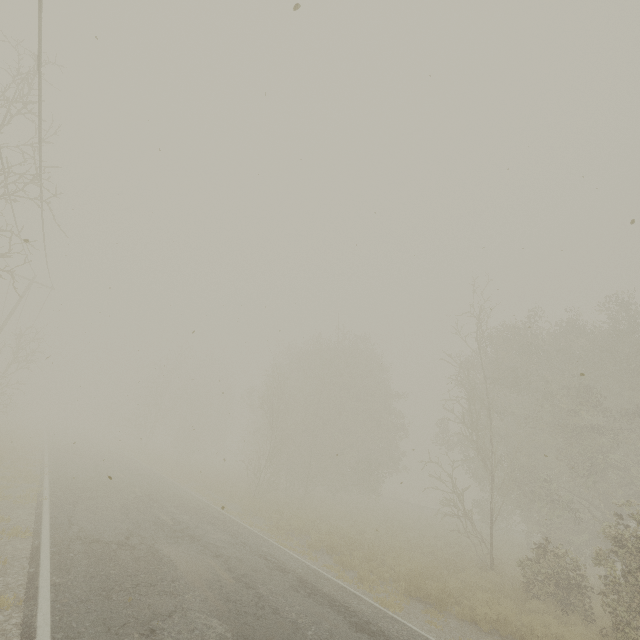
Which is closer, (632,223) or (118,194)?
(632,223)
